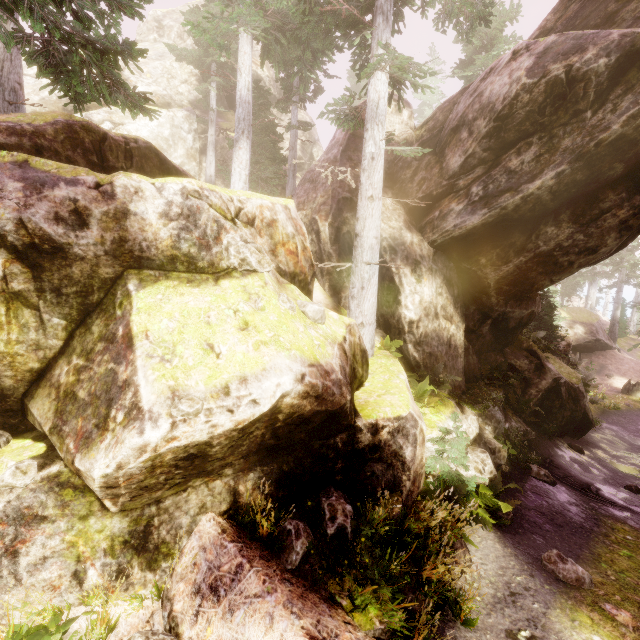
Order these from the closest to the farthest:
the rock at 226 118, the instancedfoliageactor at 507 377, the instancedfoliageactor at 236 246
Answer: the instancedfoliageactor at 236 246, the instancedfoliageactor at 507 377, the rock at 226 118

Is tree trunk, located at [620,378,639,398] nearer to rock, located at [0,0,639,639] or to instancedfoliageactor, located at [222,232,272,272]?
instancedfoliageactor, located at [222,232,272,272]

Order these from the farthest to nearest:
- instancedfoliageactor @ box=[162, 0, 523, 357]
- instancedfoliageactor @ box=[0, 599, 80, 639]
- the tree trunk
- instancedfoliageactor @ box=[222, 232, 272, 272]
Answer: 1. the tree trunk
2. instancedfoliageactor @ box=[162, 0, 523, 357]
3. instancedfoliageactor @ box=[222, 232, 272, 272]
4. instancedfoliageactor @ box=[0, 599, 80, 639]

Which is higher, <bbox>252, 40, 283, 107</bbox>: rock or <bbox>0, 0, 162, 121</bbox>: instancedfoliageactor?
<bbox>252, 40, 283, 107</bbox>: rock

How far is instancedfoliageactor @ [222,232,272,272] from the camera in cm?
568

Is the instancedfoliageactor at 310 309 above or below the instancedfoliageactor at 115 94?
below

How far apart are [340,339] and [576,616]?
6.12m
